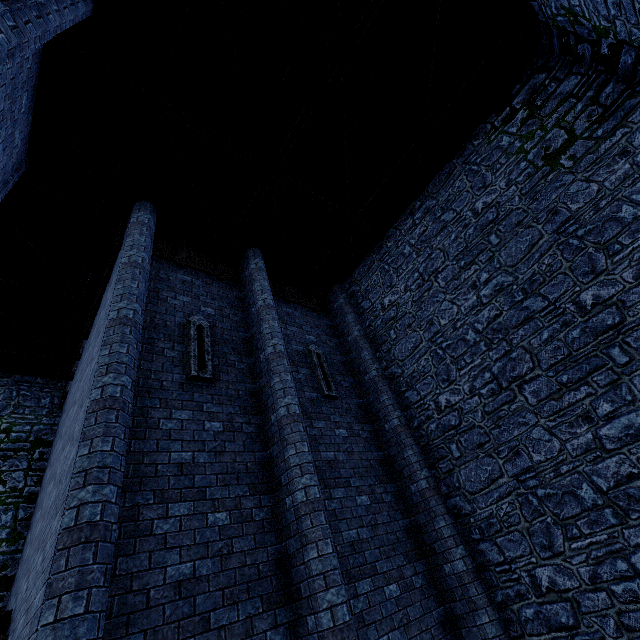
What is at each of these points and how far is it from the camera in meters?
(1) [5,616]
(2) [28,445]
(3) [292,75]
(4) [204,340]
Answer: (1) stairs, 5.6
(2) building tower, 9.8
(3) stairs, 6.8
(4) window slit, 6.9

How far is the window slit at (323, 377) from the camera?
8.2 meters

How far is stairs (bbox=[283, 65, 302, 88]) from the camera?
6.72m

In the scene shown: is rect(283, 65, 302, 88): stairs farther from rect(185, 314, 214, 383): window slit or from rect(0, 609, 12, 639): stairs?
rect(185, 314, 214, 383): window slit

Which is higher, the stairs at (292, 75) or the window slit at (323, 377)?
the stairs at (292, 75)

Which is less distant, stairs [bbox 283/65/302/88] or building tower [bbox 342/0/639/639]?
building tower [bbox 342/0/639/639]

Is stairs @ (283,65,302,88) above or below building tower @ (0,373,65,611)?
above

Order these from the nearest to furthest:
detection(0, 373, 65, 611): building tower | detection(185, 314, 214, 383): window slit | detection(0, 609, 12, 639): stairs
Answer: detection(0, 609, 12, 639): stairs, detection(185, 314, 214, 383): window slit, detection(0, 373, 65, 611): building tower
